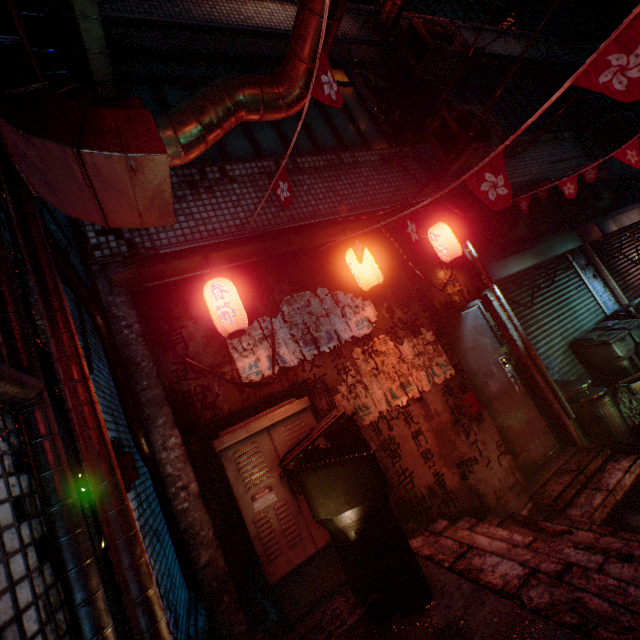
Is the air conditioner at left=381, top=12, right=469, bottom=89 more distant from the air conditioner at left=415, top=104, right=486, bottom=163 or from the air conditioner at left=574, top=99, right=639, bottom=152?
the air conditioner at left=574, top=99, right=639, bottom=152

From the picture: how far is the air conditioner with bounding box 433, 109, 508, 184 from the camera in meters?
4.0

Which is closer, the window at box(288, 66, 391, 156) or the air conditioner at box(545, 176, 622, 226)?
the window at box(288, 66, 391, 156)

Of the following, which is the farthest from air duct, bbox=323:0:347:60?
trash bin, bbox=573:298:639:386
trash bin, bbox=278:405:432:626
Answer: trash bin, bbox=573:298:639:386

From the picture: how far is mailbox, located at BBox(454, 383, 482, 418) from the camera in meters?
3.4 m

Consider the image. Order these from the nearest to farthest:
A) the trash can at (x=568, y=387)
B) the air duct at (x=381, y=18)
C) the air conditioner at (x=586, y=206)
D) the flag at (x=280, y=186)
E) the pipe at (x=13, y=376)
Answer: the pipe at (x=13, y=376)
the flag at (x=280, y=186)
the trash can at (x=568, y=387)
the air duct at (x=381, y=18)
the air conditioner at (x=586, y=206)

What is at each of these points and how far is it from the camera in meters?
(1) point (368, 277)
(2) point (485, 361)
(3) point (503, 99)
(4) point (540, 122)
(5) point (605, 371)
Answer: (1) lantern, 3.2
(2) door, 4.0
(3) window, 6.3
(4) window, 6.5
(5) trash bin, 5.2

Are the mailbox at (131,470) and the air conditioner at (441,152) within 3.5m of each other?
no
